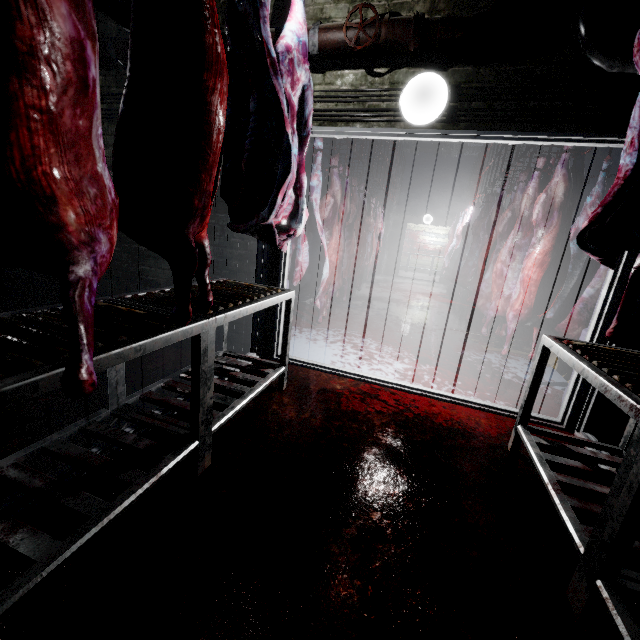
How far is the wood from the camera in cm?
403

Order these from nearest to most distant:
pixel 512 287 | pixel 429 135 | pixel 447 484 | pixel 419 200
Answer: pixel 447 484 → pixel 429 135 → pixel 512 287 → pixel 419 200

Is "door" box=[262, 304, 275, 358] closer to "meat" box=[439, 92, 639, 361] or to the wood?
"meat" box=[439, 92, 639, 361]

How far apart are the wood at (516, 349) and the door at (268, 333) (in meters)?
2.81

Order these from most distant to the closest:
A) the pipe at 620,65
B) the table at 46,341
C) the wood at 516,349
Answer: the wood at 516,349
the pipe at 620,65
the table at 46,341

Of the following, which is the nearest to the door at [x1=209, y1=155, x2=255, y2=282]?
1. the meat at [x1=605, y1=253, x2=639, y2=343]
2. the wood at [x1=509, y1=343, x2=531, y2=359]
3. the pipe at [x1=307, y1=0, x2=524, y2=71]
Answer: the pipe at [x1=307, y1=0, x2=524, y2=71]

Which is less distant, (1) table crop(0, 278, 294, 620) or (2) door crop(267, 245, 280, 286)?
(1) table crop(0, 278, 294, 620)

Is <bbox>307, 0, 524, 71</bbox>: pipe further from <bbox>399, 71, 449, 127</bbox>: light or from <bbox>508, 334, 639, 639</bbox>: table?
<bbox>508, 334, 639, 639</bbox>: table
